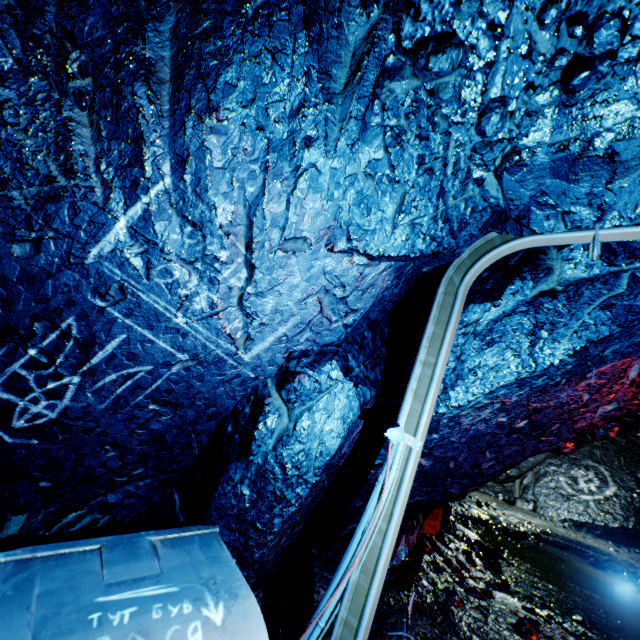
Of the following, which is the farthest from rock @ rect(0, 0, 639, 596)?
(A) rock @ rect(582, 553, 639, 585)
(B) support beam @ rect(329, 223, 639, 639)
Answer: (A) rock @ rect(582, 553, 639, 585)

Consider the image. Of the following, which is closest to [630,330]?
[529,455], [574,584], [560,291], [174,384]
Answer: [560,291]

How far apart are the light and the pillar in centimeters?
506cm

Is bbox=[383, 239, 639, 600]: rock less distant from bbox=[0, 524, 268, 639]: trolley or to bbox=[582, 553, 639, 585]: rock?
bbox=[0, 524, 268, 639]: trolley

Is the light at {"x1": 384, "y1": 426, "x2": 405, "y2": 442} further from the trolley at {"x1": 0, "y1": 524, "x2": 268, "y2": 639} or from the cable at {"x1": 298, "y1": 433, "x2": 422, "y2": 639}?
the trolley at {"x1": 0, "y1": 524, "x2": 268, "y2": 639}

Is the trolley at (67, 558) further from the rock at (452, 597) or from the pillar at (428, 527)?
the pillar at (428, 527)

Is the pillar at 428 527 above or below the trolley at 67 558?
below

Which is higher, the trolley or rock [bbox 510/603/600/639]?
the trolley
